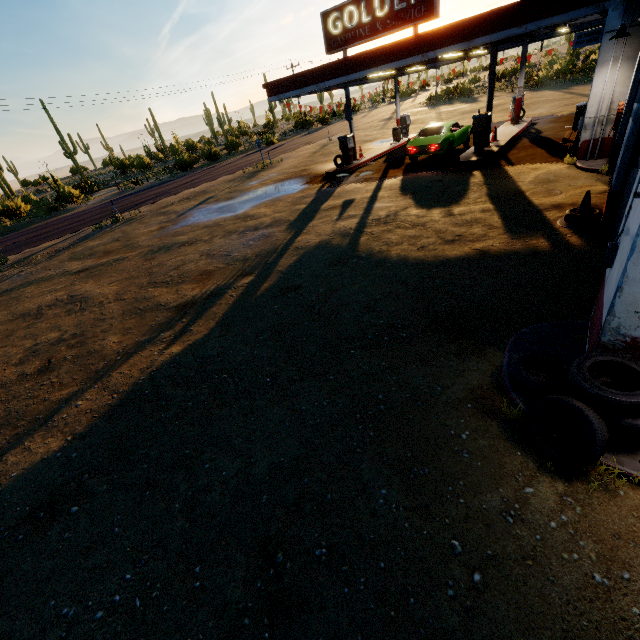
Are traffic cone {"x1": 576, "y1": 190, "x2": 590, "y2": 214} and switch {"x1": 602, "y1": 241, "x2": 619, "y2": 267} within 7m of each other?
yes

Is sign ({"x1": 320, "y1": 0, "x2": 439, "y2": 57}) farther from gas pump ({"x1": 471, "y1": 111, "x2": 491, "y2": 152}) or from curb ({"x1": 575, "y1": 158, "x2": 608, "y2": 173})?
curb ({"x1": 575, "y1": 158, "x2": 608, "y2": 173})

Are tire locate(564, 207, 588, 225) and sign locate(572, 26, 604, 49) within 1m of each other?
no

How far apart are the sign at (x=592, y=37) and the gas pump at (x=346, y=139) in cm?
1027

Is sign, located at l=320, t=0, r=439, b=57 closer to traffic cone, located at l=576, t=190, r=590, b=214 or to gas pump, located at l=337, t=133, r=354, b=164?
gas pump, located at l=337, t=133, r=354, b=164

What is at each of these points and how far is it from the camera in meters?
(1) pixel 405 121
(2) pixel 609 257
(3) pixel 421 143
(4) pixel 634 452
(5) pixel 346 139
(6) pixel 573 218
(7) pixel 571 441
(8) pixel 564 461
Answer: (1) gas pump, 23.1 m
(2) switch, 3.7 m
(3) car, 15.5 m
(4) curb, 3.1 m
(5) gas pump, 18.0 m
(6) tire, 7.3 m
(7) curb, 3.3 m
(8) tire, 3.1 m

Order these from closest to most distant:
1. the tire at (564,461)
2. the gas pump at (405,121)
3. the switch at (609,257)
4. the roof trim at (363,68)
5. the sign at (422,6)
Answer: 1. the tire at (564,461)
2. the switch at (609,257)
3. the roof trim at (363,68)
4. the sign at (422,6)
5. the gas pump at (405,121)

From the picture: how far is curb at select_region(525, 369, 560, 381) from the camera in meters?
4.0 m
